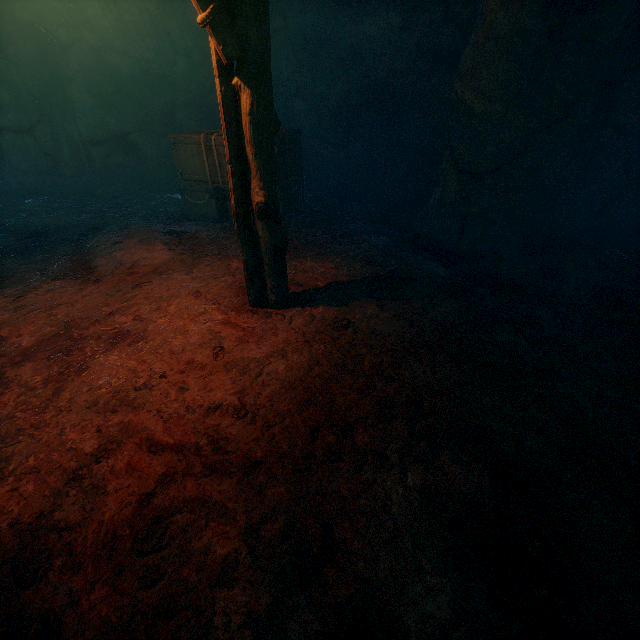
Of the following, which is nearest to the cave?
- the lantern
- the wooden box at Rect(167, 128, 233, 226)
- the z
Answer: the wooden box at Rect(167, 128, 233, 226)

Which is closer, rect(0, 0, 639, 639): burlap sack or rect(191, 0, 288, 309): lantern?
rect(0, 0, 639, 639): burlap sack

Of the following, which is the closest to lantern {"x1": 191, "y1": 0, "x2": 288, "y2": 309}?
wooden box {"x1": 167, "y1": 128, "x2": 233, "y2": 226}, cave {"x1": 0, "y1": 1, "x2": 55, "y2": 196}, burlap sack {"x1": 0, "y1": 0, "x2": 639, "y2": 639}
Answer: burlap sack {"x1": 0, "y1": 0, "x2": 639, "y2": 639}

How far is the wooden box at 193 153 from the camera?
6.21m

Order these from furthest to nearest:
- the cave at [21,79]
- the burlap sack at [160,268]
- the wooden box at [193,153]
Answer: the cave at [21,79] < the wooden box at [193,153] < the burlap sack at [160,268]

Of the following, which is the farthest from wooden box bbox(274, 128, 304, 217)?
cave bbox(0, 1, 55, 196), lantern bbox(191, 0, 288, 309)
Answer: cave bbox(0, 1, 55, 196)

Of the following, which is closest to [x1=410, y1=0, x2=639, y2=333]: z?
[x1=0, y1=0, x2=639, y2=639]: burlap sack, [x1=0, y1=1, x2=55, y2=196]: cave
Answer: [x1=0, y1=0, x2=639, y2=639]: burlap sack

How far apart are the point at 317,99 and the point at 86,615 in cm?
995
